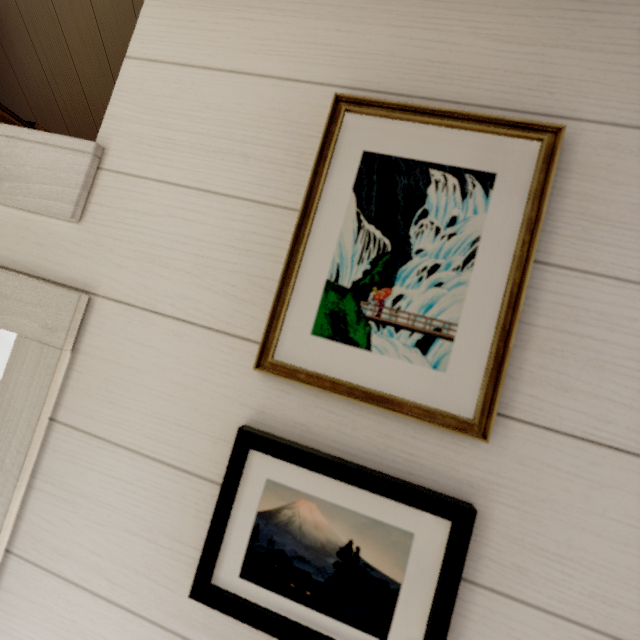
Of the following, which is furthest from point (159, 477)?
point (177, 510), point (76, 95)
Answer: point (76, 95)
